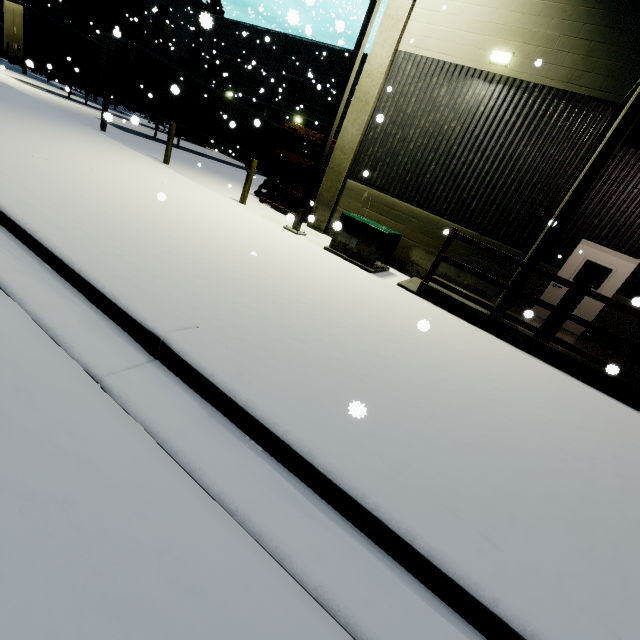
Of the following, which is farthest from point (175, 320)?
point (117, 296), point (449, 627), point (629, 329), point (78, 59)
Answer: point (78, 59)

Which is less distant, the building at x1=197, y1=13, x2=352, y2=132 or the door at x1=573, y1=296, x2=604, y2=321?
the door at x1=573, y1=296, x2=604, y2=321

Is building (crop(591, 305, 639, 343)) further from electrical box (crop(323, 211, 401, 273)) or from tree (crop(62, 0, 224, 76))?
tree (crop(62, 0, 224, 76))

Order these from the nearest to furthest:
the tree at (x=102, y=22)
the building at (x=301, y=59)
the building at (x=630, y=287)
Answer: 1. the building at (x=630, y=287)
2. the tree at (x=102, y=22)
3. the building at (x=301, y=59)

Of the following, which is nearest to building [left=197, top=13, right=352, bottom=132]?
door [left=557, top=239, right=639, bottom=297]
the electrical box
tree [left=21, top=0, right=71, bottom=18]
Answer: door [left=557, top=239, right=639, bottom=297]

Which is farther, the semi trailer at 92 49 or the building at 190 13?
the building at 190 13

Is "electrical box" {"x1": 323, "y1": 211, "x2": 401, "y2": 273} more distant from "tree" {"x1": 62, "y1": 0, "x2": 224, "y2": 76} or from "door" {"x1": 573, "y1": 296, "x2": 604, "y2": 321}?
"door" {"x1": 573, "y1": 296, "x2": 604, "y2": 321}

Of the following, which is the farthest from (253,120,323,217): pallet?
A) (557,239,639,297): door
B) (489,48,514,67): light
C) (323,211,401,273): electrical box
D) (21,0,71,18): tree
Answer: (557,239,639,297): door
